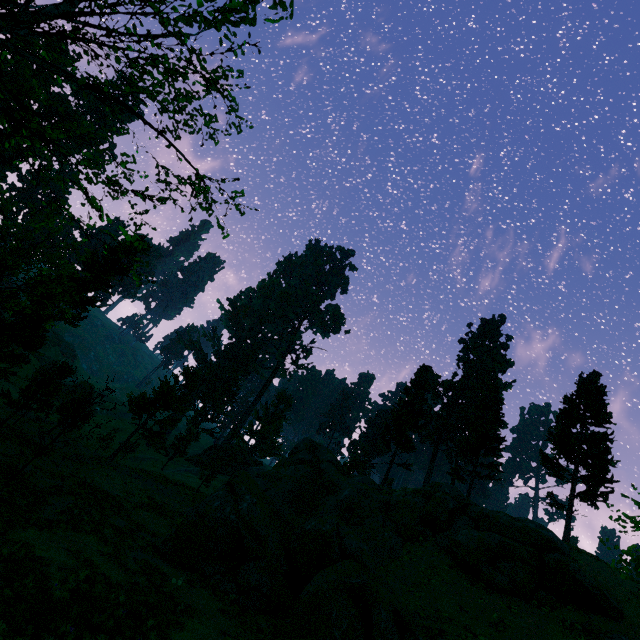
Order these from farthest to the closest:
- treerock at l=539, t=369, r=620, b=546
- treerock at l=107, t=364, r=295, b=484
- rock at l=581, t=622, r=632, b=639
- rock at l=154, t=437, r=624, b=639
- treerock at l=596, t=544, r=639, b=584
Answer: treerock at l=107, t=364, r=295, b=484 < treerock at l=539, t=369, r=620, b=546 < rock at l=581, t=622, r=632, b=639 < rock at l=154, t=437, r=624, b=639 < treerock at l=596, t=544, r=639, b=584

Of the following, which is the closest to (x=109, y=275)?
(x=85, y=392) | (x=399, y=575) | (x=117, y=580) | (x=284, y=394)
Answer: (x=85, y=392)

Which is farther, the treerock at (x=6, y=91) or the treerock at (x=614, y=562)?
the treerock at (x=6, y=91)

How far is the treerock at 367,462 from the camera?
45.91m

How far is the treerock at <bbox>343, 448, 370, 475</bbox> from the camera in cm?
4591

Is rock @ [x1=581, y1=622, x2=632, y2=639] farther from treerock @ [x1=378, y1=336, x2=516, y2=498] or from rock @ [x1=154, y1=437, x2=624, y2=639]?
treerock @ [x1=378, y1=336, x2=516, y2=498]

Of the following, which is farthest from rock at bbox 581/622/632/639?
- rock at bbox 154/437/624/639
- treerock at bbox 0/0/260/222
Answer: treerock at bbox 0/0/260/222

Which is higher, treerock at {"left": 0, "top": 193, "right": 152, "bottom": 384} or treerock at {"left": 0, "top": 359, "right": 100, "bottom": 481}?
treerock at {"left": 0, "top": 193, "right": 152, "bottom": 384}
